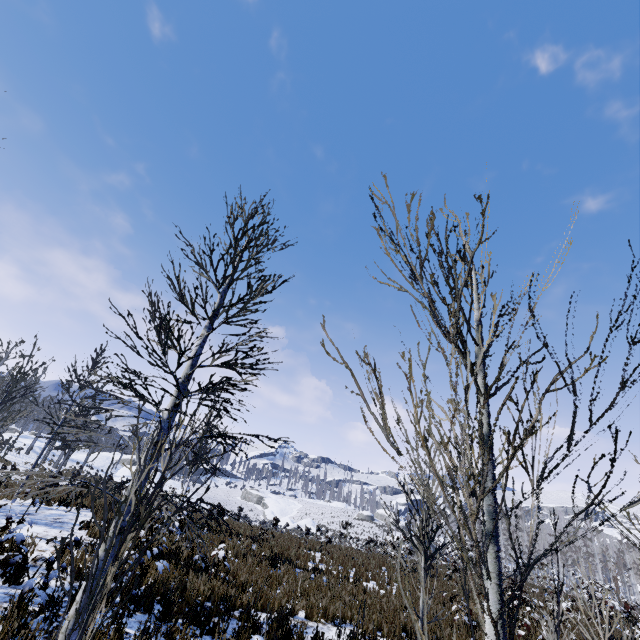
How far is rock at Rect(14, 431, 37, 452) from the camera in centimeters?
3993cm

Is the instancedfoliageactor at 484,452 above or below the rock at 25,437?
below

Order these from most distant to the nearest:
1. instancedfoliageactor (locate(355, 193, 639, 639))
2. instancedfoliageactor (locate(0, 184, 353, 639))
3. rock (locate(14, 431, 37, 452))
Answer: rock (locate(14, 431, 37, 452))
instancedfoliageactor (locate(0, 184, 353, 639))
instancedfoliageactor (locate(355, 193, 639, 639))

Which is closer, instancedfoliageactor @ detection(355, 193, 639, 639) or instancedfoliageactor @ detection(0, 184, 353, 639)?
instancedfoliageactor @ detection(355, 193, 639, 639)

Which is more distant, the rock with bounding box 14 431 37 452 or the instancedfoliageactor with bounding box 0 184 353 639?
the rock with bounding box 14 431 37 452

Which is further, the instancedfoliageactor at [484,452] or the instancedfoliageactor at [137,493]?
the instancedfoliageactor at [137,493]

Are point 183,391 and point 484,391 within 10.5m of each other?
yes
